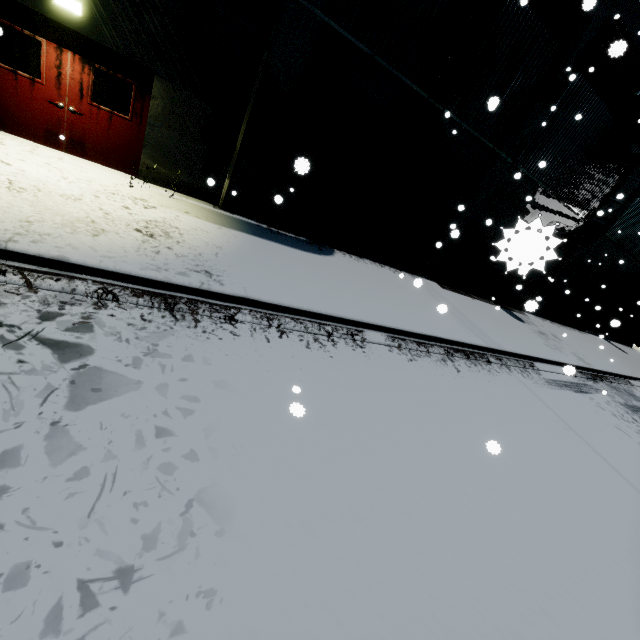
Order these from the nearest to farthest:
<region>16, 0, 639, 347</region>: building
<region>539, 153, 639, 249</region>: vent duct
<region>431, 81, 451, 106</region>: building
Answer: <region>16, 0, 639, 347</region>: building
<region>431, 81, 451, 106</region>: building
<region>539, 153, 639, 249</region>: vent duct

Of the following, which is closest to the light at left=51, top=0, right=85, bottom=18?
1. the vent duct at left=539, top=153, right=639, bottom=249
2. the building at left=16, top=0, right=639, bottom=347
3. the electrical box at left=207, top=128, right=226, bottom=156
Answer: the building at left=16, top=0, right=639, bottom=347

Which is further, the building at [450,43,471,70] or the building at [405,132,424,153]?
the building at [405,132,424,153]

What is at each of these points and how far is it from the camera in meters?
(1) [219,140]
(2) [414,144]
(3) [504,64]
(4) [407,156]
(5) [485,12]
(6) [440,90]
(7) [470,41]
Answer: (1) electrical box, 7.9
(2) building, 9.8
(3) building, 9.3
(4) building, 10.0
(5) building, 8.3
(6) building, 9.1
(7) building, 8.6

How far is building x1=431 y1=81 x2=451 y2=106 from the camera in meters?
9.1

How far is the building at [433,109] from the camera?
9.1 meters

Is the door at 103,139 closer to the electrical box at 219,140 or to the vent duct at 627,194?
the electrical box at 219,140

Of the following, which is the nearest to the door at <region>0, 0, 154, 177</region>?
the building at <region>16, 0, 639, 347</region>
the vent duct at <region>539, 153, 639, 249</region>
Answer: the building at <region>16, 0, 639, 347</region>
